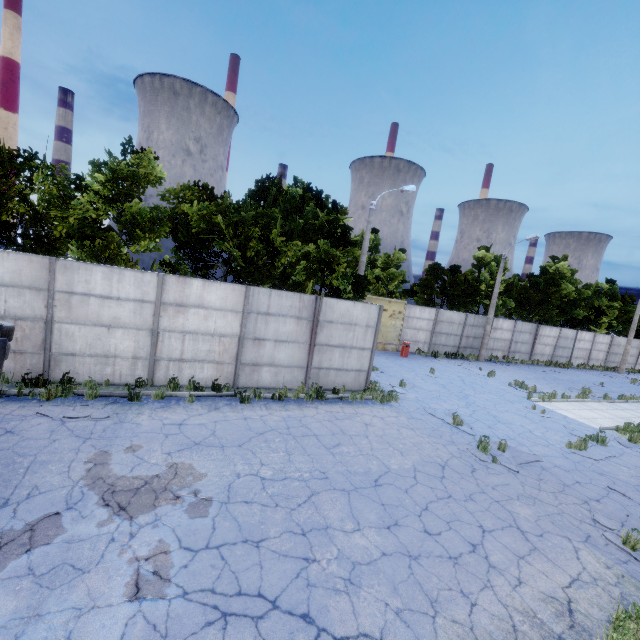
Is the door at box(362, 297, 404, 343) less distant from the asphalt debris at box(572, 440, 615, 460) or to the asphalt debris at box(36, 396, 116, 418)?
the asphalt debris at box(572, 440, 615, 460)

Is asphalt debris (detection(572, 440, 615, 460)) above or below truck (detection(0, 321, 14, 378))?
below

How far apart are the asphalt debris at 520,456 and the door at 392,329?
13.02m

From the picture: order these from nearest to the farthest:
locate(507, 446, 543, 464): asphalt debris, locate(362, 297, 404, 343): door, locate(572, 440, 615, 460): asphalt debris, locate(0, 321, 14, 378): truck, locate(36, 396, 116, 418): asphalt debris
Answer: locate(0, 321, 14, 378): truck → locate(36, 396, 116, 418): asphalt debris → locate(507, 446, 543, 464): asphalt debris → locate(572, 440, 615, 460): asphalt debris → locate(362, 297, 404, 343): door

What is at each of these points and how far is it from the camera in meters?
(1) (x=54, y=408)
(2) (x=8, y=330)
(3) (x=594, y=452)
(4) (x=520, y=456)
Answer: (1) asphalt debris, 8.1
(2) truck, 5.3
(3) asphalt debris, 11.1
(4) asphalt debris, 9.7

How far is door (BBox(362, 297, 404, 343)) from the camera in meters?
23.3 m

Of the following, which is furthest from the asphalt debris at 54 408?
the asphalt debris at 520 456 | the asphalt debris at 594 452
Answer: the asphalt debris at 594 452

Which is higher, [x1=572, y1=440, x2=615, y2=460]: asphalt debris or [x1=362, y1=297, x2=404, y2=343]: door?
[x1=362, y1=297, x2=404, y2=343]: door
